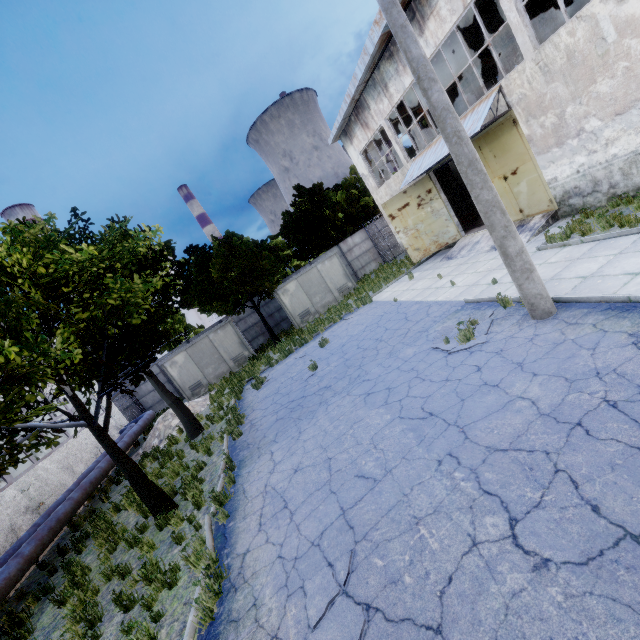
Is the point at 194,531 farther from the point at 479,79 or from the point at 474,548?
the point at 479,79

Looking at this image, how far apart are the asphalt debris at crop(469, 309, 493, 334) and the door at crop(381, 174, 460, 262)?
9.8m

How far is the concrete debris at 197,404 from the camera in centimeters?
1791cm

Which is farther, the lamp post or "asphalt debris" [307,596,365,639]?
the lamp post

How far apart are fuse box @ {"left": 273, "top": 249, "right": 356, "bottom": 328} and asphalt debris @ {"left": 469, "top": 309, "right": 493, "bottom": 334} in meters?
14.6

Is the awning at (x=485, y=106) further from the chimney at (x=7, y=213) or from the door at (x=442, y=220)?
the chimney at (x=7, y=213)

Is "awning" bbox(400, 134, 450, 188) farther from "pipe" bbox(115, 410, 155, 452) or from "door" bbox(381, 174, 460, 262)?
"pipe" bbox(115, 410, 155, 452)

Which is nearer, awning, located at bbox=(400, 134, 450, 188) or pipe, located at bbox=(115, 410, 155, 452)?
awning, located at bbox=(400, 134, 450, 188)
